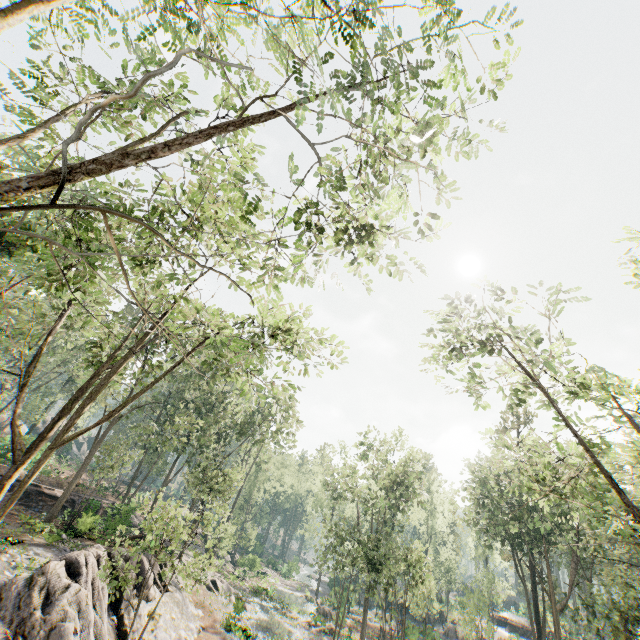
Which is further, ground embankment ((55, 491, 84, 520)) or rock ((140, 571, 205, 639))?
ground embankment ((55, 491, 84, 520))

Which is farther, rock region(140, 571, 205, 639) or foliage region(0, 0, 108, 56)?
rock region(140, 571, 205, 639)

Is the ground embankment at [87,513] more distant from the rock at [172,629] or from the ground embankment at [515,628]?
the ground embankment at [515,628]

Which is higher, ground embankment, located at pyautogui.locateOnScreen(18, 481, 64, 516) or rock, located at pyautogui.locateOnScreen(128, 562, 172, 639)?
ground embankment, located at pyautogui.locateOnScreen(18, 481, 64, 516)

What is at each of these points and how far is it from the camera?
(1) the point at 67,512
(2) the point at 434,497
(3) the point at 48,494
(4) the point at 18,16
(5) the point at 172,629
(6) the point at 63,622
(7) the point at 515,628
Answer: (1) ground embankment, 24.1m
(2) foliage, 58.7m
(3) ground embankment, 28.5m
(4) foliage, 3.9m
(5) rock, 19.3m
(6) rock, 12.6m
(7) ground embankment, 47.2m

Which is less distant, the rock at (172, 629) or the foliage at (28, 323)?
the foliage at (28, 323)

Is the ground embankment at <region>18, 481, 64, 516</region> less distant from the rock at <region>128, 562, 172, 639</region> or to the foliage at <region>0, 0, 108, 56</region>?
the foliage at <region>0, 0, 108, 56</region>
